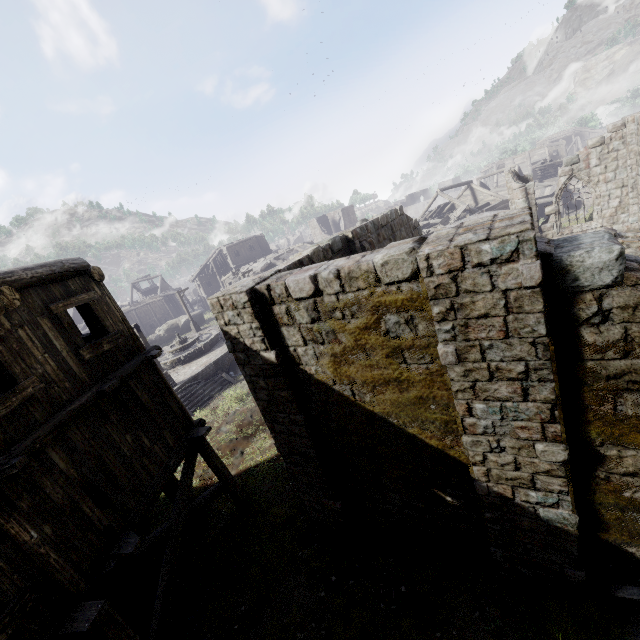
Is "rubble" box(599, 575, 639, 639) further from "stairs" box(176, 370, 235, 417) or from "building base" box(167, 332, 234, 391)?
"building base" box(167, 332, 234, 391)

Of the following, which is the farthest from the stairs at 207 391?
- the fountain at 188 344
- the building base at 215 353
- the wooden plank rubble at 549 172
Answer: the wooden plank rubble at 549 172

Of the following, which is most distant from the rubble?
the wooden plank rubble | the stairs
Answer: the wooden plank rubble

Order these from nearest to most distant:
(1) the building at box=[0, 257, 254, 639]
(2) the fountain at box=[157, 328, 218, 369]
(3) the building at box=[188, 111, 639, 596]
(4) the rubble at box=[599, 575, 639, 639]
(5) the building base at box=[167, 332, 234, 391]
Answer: (3) the building at box=[188, 111, 639, 596], (4) the rubble at box=[599, 575, 639, 639], (1) the building at box=[0, 257, 254, 639], (5) the building base at box=[167, 332, 234, 391], (2) the fountain at box=[157, 328, 218, 369]

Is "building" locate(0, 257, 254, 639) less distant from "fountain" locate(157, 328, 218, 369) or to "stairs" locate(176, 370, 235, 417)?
"stairs" locate(176, 370, 235, 417)

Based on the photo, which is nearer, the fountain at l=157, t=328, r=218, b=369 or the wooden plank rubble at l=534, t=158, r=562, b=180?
the fountain at l=157, t=328, r=218, b=369

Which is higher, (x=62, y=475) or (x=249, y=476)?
(x=62, y=475)

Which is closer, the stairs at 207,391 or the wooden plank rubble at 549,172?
the stairs at 207,391
